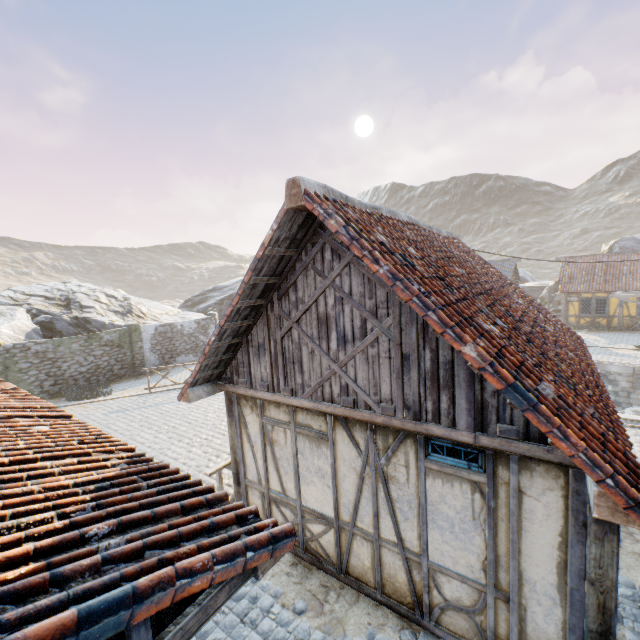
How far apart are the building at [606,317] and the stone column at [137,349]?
31.80m

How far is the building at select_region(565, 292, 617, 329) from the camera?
24.2 meters

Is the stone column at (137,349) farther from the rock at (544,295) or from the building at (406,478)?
the building at (406,478)

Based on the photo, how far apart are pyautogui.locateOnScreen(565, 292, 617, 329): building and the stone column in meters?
31.8 m

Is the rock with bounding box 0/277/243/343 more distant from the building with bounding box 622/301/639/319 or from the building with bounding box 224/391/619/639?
the building with bounding box 224/391/619/639

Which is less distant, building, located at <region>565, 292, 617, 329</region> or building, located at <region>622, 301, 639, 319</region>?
building, located at <region>622, 301, 639, 319</region>

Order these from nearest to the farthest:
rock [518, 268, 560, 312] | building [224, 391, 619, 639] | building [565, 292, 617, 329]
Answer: building [224, 391, 619, 639] < building [565, 292, 617, 329] < rock [518, 268, 560, 312]

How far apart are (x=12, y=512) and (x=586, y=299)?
32.7m
